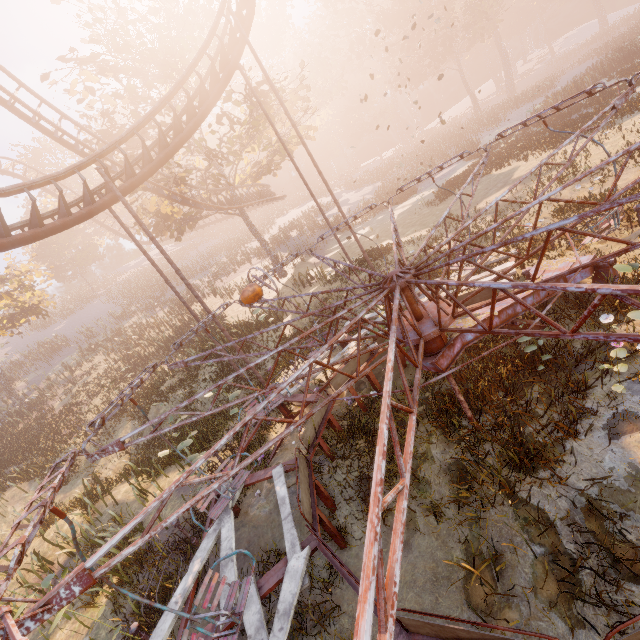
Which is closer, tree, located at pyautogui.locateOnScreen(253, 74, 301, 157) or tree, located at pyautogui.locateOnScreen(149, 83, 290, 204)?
tree, located at pyautogui.locateOnScreen(253, 74, 301, 157)

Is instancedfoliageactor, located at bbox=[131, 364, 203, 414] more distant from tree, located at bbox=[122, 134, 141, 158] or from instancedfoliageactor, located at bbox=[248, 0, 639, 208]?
instancedfoliageactor, located at bbox=[248, 0, 639, 208]

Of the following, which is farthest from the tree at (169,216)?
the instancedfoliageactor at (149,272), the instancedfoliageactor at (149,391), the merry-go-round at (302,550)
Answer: the instancedfoliageactor at (149,391)

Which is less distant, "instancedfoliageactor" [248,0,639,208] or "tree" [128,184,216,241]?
"tree" [128,184,216,241]

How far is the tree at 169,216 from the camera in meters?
20.9 m

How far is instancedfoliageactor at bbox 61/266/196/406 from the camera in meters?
23.4 m

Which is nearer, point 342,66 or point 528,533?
point 528,533

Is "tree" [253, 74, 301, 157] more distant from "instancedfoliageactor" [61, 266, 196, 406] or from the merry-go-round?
the merry-go-round
